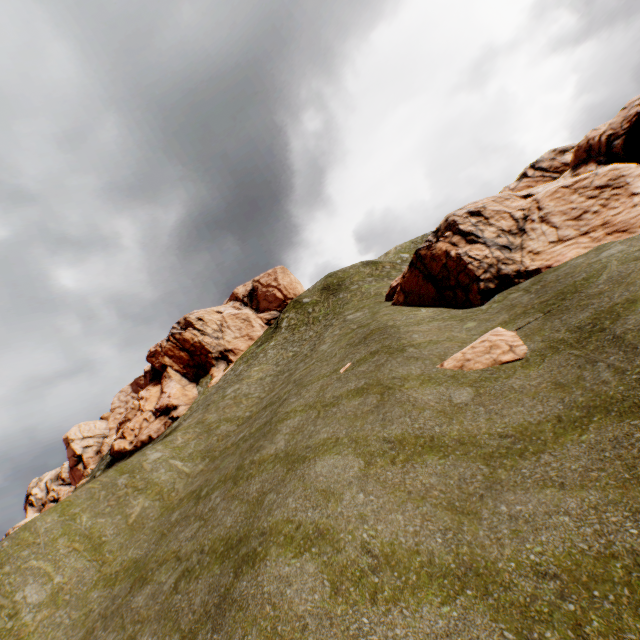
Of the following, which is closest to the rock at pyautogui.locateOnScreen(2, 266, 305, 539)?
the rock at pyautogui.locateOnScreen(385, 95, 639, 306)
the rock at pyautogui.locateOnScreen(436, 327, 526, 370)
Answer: the rock at pyautogui.locateOnScreen(385, 95, 639, 306)

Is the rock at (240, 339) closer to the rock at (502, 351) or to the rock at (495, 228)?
the rock at (495, 228)

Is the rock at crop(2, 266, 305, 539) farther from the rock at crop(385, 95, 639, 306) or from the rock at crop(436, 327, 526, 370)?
the rock at crop(436, 327, 526, 370)

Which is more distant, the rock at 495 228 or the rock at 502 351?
the rock at 495 228

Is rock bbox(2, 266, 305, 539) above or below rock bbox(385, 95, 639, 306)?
above

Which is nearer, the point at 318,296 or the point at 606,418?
the point at 606,418

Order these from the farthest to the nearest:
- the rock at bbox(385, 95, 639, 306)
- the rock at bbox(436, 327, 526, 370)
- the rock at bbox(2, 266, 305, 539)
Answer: the rock at bbox(2, 266, 305, 539), the rock at bbox(385, 95, 639, 306), the rock at bbox(436, 327, 526, 370)
